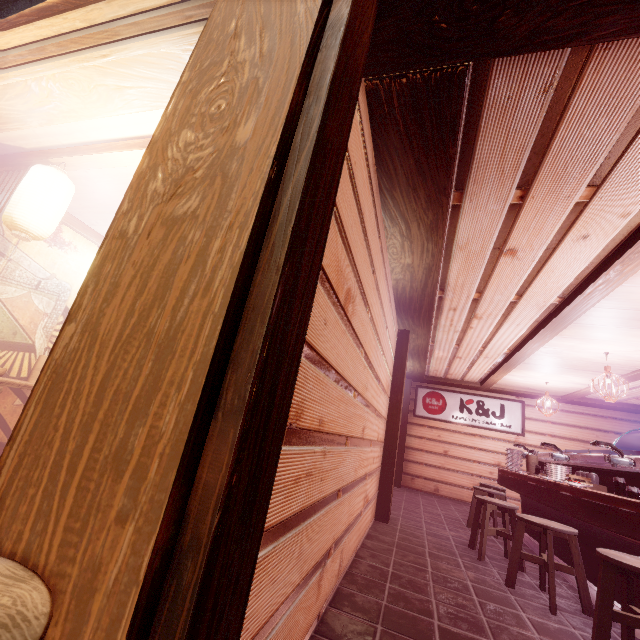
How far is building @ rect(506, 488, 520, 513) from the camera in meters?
14.1

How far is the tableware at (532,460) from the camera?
9.7 meters

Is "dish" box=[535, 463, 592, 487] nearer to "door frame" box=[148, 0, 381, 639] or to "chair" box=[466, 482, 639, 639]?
"chair" box=[466, 482, 639, 639]

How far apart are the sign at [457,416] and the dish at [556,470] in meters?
9.5

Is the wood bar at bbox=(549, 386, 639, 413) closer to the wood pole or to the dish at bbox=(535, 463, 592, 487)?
the wood pole

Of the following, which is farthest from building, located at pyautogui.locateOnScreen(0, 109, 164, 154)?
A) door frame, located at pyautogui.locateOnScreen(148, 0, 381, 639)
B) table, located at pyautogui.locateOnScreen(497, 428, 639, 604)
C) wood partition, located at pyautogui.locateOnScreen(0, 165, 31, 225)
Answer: table, located at pyautogui.locateOnScreen(497, 428, 639, 604)

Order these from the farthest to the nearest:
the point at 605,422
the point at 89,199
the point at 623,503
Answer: the point at 605,422 → the point at 89,199 → the point at 623,503

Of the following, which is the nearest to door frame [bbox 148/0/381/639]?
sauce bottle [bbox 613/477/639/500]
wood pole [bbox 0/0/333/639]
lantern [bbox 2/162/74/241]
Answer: wood pole [bbox 0/0/333/639]
